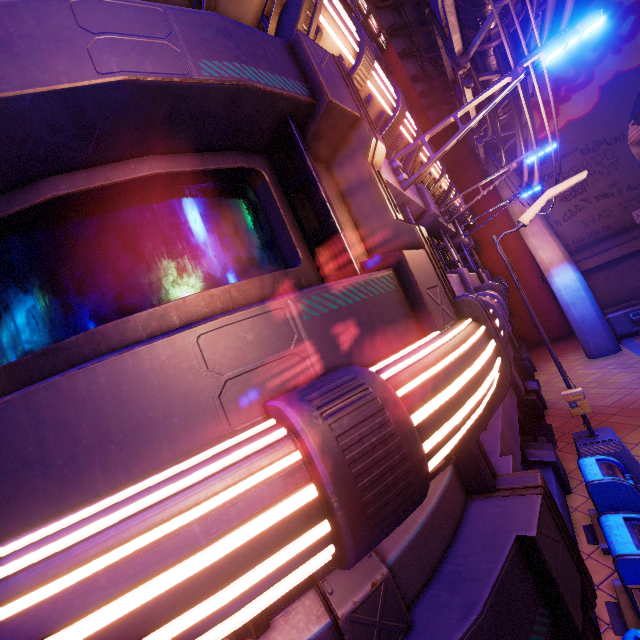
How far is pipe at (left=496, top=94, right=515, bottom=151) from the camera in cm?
1175

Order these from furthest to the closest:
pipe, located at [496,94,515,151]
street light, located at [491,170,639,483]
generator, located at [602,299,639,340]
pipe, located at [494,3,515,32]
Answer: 1. generator, located at [602,299,639,340]
2. pipe, located at [496,94,515,151]
3. pipe, located at [494,3,515,32]
4. street light, located at [491,170,639,483]

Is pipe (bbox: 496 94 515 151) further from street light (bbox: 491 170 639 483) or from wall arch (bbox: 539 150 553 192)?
street light (bbox: 491 170 639 483)

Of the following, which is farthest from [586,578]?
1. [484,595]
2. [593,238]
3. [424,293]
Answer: [593,238]

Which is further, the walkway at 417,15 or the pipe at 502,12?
the walkway at 417,15

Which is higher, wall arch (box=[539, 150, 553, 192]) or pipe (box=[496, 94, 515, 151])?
pipe (box=[496, 94, 515, 151])

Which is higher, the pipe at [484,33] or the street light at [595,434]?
the pipe at [484,33]

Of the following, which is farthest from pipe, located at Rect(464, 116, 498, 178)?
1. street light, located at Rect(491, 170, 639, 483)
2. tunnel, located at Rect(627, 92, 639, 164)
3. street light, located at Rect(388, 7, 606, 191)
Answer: tunnel, located at Rect(627, 92, 639, 164)
